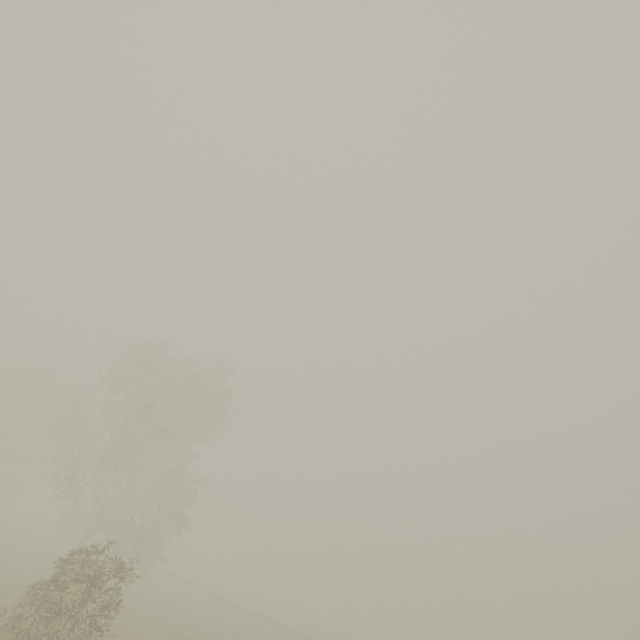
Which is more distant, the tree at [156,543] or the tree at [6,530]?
the tree at [6,530]

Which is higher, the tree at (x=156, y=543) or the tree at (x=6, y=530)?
the tree at (x=156, y=543)

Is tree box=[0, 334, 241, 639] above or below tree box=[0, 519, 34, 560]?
above

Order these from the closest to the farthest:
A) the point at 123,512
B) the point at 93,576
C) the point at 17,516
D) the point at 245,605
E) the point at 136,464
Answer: the point at 93,576, the point at 136,464, the point at 123,512, the point at 245,605, the point at 17,516

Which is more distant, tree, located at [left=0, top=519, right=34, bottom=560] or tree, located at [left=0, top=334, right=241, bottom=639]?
tree, located at [left=0, top=519, right=34, bottom=560]
